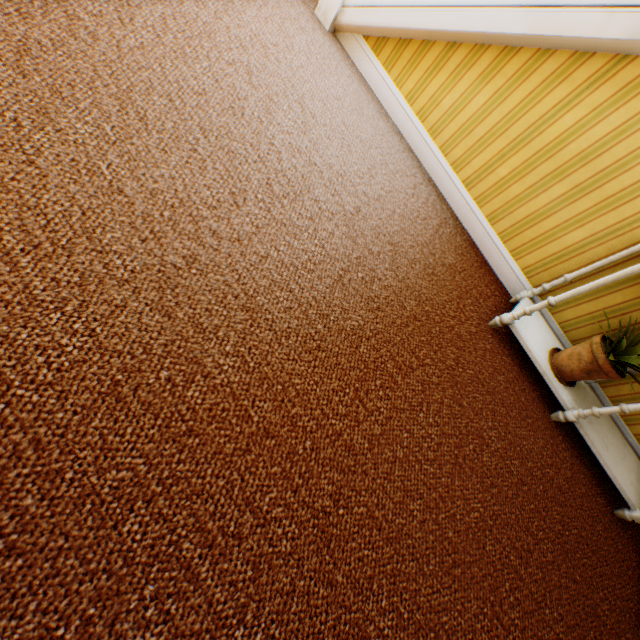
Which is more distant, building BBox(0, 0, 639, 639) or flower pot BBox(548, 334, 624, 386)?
flower pot BBox(548, 334, 624, 386)

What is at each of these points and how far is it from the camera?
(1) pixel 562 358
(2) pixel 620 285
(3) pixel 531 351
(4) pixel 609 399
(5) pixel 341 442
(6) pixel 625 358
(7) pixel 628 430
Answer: (1) flower pot, 2.14m
(2) building, 2.07m
(3) cabinet, 2.13m
(4) building, 2.37m
(5) building, 1.33m
(6) plant, 1.87m
(7) building, 2.36m

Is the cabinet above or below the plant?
below

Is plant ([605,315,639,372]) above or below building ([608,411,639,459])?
above

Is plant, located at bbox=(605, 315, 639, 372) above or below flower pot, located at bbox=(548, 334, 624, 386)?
above

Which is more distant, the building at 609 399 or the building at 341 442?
the building at 609 399

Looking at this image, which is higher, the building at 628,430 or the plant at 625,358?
the plant at 625,358

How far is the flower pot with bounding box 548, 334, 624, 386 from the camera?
1.9m
